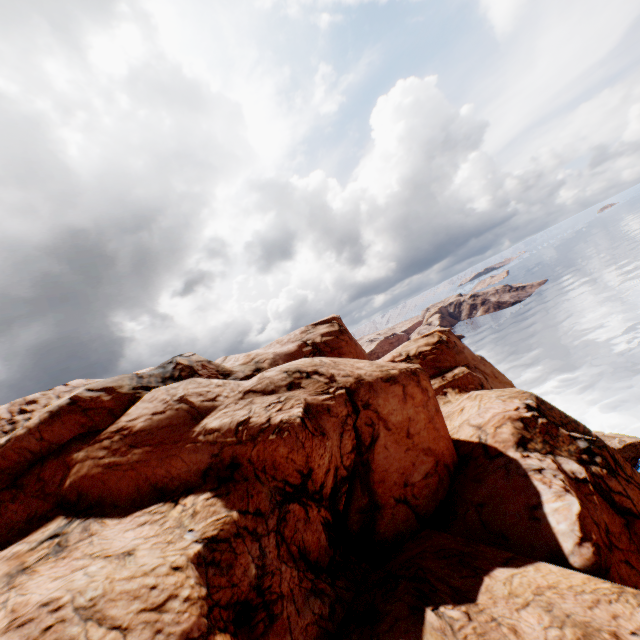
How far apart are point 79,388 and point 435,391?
35.3 meters
